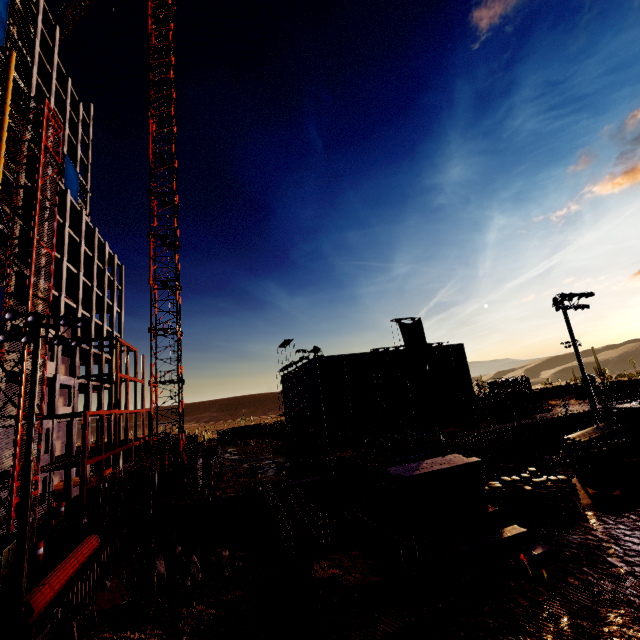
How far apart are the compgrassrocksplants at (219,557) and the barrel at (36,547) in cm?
910

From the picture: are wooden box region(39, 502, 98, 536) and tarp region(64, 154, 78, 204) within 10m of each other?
no

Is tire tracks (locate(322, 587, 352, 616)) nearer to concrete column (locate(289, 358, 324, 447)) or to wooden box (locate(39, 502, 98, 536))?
wooden box (locate(39, 502, 98, 536))

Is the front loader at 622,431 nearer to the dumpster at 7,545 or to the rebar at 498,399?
the rebar at 498,399

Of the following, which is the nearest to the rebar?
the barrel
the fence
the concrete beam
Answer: the fence

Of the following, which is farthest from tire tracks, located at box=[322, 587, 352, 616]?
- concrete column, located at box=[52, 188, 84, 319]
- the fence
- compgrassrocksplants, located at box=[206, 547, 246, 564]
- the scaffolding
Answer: the fence

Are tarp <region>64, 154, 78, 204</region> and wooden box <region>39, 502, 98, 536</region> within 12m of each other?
no

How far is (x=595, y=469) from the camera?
14.8 meters
